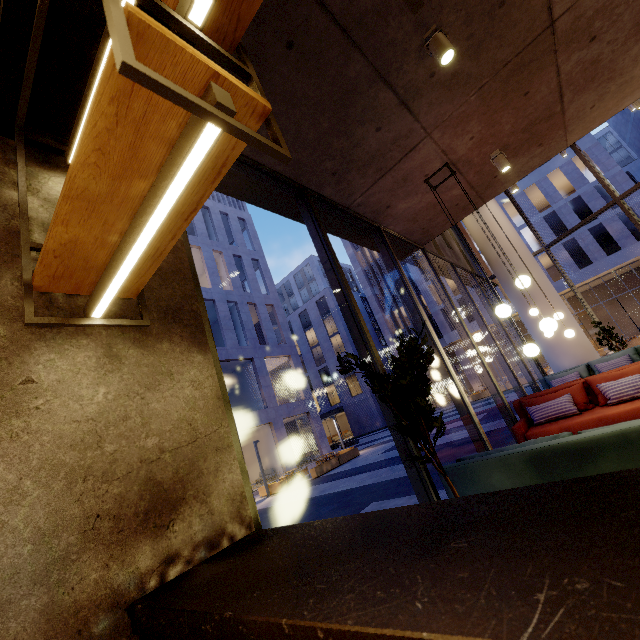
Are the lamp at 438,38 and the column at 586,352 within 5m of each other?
no

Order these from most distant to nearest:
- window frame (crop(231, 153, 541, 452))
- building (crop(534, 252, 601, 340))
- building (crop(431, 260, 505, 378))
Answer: building (crop(534, 252, 601, 340)) → building (crop(431, 260, 505, 378)) → window frame (crop(231, 153, 541, 452))

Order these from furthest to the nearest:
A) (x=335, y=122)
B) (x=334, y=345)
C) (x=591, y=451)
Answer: (x=334, y=345)
(x=335, y=122)
(x=591, y=451)

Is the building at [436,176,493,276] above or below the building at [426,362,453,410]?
above

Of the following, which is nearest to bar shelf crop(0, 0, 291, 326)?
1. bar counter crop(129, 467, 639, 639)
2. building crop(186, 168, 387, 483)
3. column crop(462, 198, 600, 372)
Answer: bar counter crop(129, 467, 639, 639)

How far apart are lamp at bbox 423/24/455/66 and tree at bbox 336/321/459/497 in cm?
264

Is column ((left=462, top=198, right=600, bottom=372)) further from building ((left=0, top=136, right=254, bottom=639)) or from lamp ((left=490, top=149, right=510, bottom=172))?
lamp ((left=490, top=149, right=510, bottom=172))

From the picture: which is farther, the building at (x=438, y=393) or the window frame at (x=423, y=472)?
the building at (x=438, y=393)
